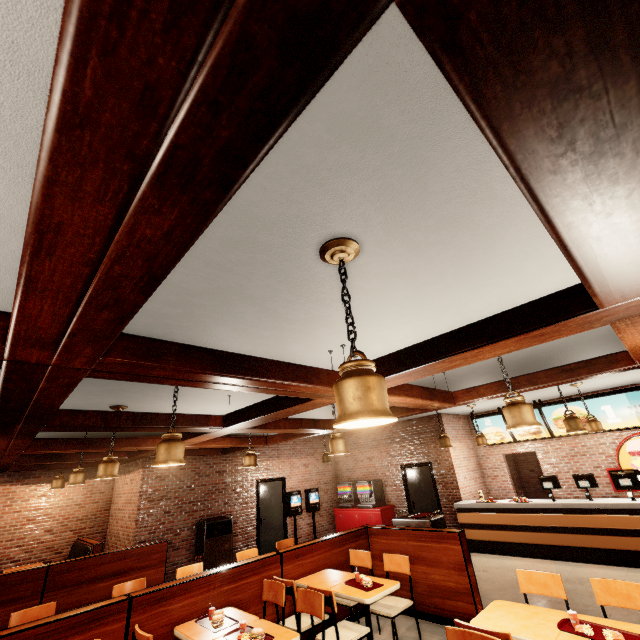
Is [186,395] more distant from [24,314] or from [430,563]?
[430,563]
